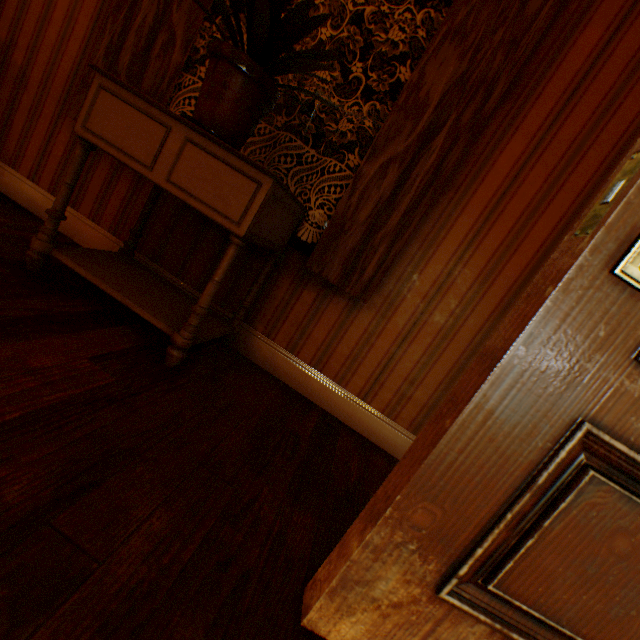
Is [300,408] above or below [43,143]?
below

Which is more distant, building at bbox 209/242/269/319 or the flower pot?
building at bbox 209/242/269/319

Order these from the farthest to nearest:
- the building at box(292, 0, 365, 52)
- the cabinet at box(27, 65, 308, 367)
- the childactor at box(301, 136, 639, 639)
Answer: the building at box(292, 0, 365, 52) → the cabinet at box(27, 65, 308, 367) → the childactor at box(301, 136, 639, 639)

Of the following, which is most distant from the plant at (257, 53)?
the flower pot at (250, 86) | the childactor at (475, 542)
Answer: the childactor at (475, 542)

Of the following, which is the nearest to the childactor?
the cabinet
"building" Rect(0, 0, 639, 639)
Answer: "building" Rect(0, 0, 639, 639)

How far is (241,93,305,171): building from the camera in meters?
1.8

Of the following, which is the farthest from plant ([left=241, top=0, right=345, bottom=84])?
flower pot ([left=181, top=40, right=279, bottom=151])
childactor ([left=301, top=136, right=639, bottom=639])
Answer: childactor ([left=301, top=136, right=639, bottom=639])

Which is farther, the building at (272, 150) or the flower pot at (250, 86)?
the building at (272, 150)
